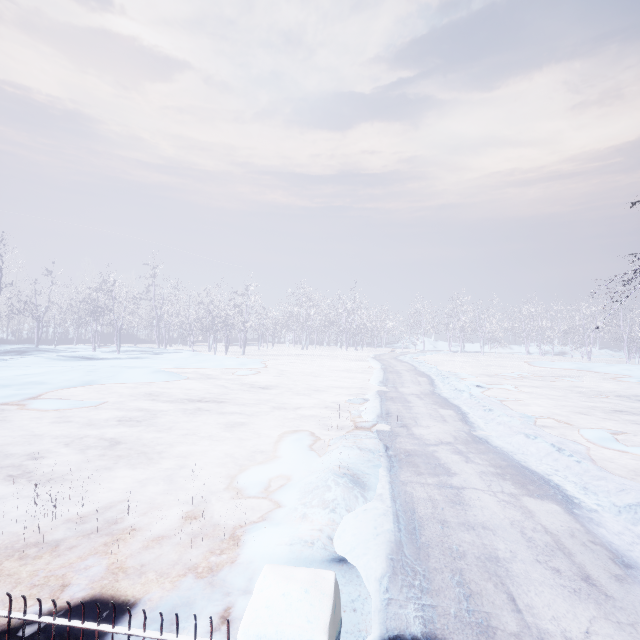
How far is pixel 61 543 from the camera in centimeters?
324cm
